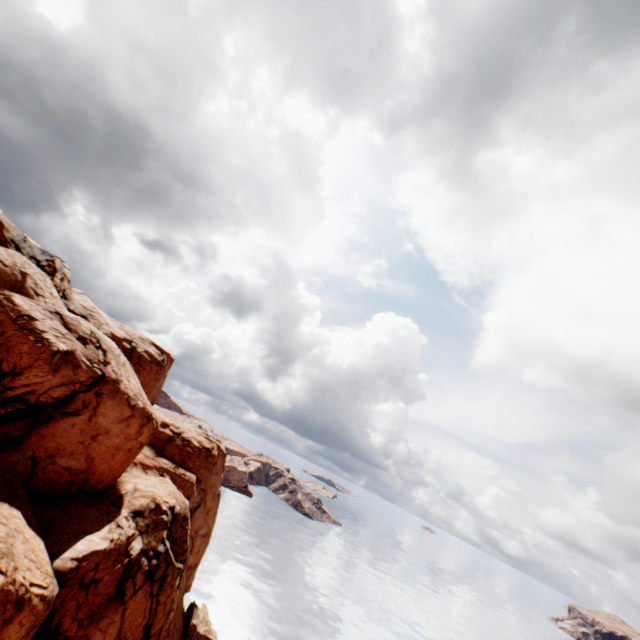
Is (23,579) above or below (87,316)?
below
